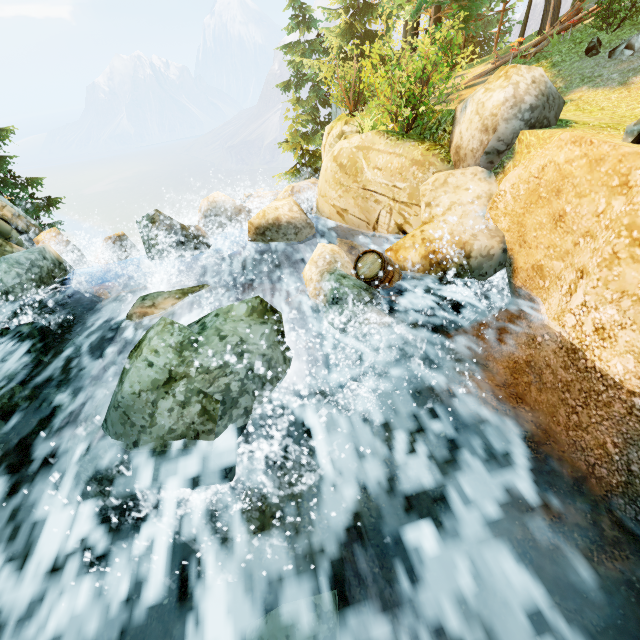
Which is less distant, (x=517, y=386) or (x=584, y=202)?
(x=584, y=202)

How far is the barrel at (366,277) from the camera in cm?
583

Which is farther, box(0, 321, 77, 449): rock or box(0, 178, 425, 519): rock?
box(0, 321, 77, 449): rock

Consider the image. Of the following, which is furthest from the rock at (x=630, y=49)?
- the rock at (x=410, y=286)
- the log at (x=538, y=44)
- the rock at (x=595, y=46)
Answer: the rock at (x=410, y=286)

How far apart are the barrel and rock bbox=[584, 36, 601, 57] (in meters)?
11.80

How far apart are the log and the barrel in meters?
13.1 m

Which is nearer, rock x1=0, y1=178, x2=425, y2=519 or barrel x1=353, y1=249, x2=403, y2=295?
rock x1=0, y1=178, x2=425, y2=519

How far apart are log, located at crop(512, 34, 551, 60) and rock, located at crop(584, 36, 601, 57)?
2.3 meters
